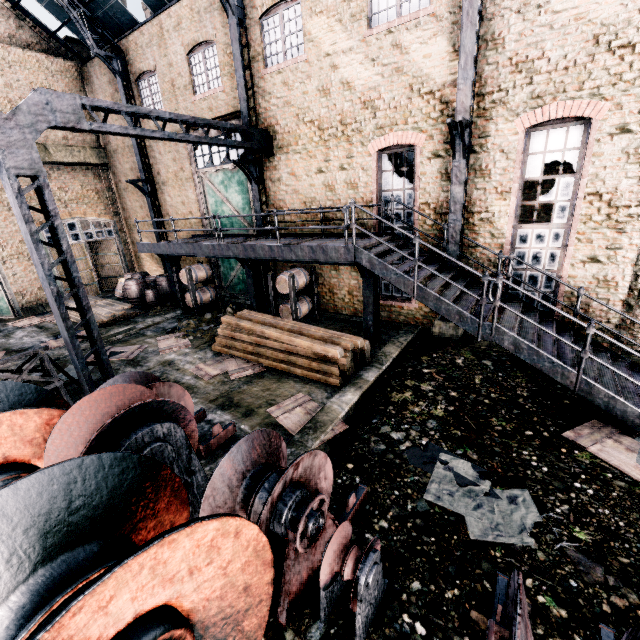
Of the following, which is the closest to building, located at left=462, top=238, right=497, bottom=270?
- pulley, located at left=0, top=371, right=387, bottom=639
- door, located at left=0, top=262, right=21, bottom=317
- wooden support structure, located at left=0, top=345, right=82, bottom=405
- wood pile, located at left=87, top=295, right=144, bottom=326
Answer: door, located at left=0, top=262, right=21, bottom=317

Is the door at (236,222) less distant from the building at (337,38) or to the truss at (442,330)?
the truss at (442,330)

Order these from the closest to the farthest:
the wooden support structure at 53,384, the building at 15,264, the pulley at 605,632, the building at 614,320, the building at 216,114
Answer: the pulley at 605,632 < the wooden support structure at 53,384 < the building at 614,320 < the building at 216,114 < the building at 15,264

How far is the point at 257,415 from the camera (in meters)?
8.24

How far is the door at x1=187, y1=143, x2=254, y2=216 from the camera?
15.38m

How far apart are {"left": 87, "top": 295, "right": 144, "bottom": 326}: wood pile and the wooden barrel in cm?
149

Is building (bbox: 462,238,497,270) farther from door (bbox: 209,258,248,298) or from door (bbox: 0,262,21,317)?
door (bbox: 209,258,248,298)

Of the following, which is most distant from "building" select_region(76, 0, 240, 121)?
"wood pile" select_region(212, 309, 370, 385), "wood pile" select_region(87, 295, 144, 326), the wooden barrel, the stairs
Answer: "wood pile" select_region(212, 309, 370, 385)
